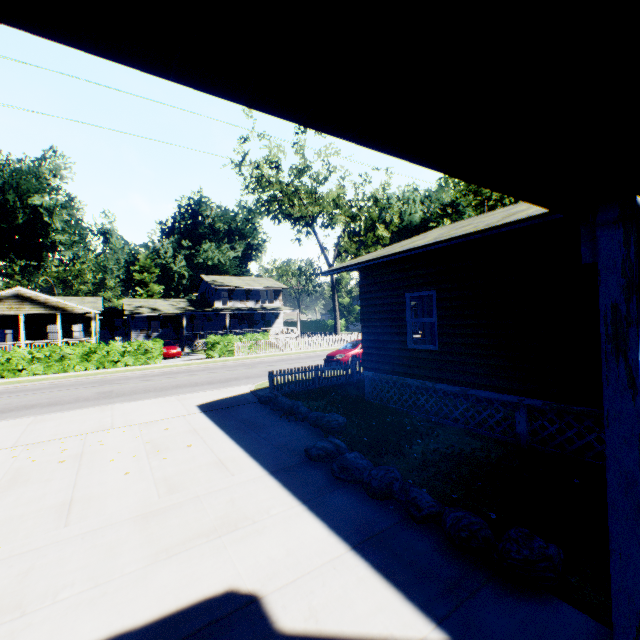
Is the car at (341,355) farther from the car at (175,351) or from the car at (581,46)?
the car at (175,351)

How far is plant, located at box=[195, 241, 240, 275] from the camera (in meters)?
55.12

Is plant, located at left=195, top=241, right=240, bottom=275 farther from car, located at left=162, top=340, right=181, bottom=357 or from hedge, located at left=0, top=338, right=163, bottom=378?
hedge, located at left=0, top=338, right=163, bottom=378

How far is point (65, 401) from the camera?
13.0m

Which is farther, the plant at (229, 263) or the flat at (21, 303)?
the plant at (229, 263)

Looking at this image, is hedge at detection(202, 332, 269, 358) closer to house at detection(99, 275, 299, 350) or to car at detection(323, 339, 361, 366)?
car at detection(323, 339, 361, 366)

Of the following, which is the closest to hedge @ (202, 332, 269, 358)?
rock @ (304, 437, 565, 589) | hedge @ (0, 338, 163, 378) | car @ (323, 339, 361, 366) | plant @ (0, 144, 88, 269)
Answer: hedge @ (0, 338, 163, 378)
